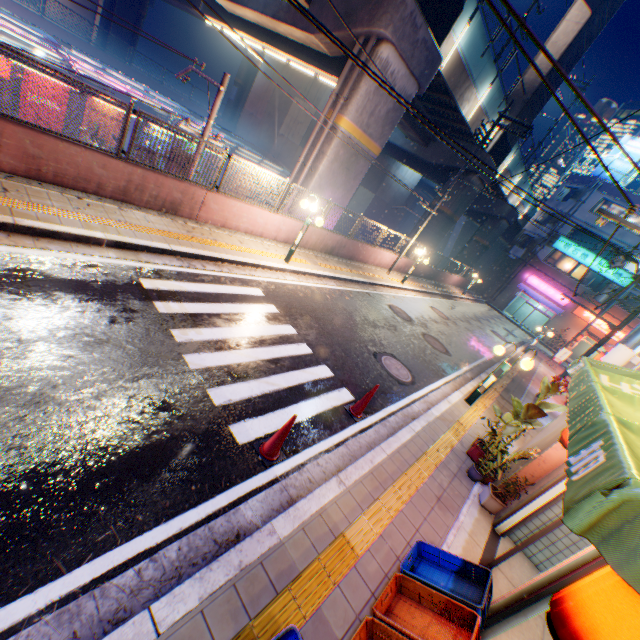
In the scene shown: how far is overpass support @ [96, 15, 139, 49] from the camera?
28.2m

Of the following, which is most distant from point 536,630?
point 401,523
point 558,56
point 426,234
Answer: point 558,56

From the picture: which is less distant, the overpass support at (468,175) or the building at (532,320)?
the overpass support at (468,175)

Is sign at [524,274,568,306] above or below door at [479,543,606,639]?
above

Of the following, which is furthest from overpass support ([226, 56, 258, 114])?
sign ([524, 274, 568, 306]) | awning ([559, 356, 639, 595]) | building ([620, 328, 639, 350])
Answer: awning ([559, 356, 639, 595])

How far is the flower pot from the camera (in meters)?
5.95

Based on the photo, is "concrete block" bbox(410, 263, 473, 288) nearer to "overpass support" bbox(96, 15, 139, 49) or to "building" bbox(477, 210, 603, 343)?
"building" bbox(477, 210, 603, 343)

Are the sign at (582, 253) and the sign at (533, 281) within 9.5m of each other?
yes
